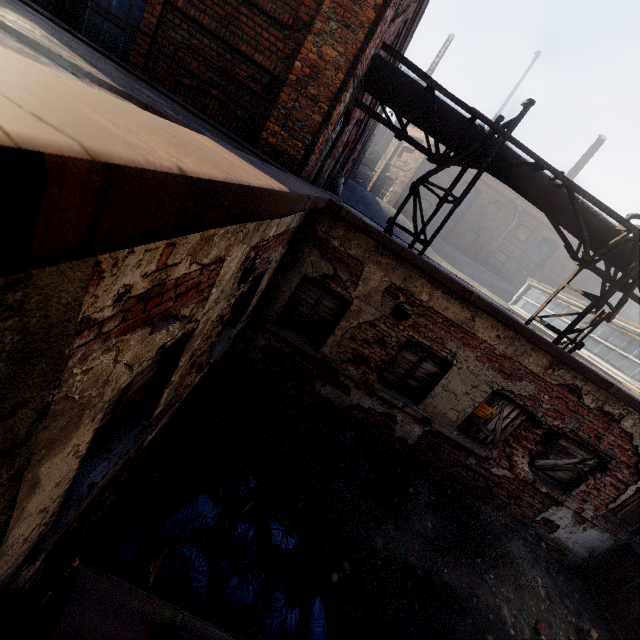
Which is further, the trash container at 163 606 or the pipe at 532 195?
the pipe at 532 195

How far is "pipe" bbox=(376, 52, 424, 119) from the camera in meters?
6.2

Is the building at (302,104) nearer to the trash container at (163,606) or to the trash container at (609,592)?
the trash container at (163,606)

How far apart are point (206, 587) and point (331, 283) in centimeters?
422cm

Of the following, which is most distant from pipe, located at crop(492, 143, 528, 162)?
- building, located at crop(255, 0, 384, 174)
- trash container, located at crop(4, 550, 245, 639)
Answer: trash container, located at crop(4, 550, 245, 639)

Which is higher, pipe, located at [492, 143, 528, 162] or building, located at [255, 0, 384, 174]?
pipe, located at [492, 143, 528, 162]

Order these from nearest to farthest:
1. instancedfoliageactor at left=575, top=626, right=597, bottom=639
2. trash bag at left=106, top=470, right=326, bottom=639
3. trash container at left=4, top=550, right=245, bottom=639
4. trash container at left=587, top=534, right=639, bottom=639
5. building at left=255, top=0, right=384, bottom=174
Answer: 1. trash container at left=4, top=550, right=245, bottom=639
2. trash bag at left=106, top=470, right=326, bottom=639
3. building at left=255, top=0, right=384, bottom=174
4. instancedfoliageactor at left=575, top=626, right=597, bottom=639
5. trash container at left=587, top=534, right=639, bottom=639
